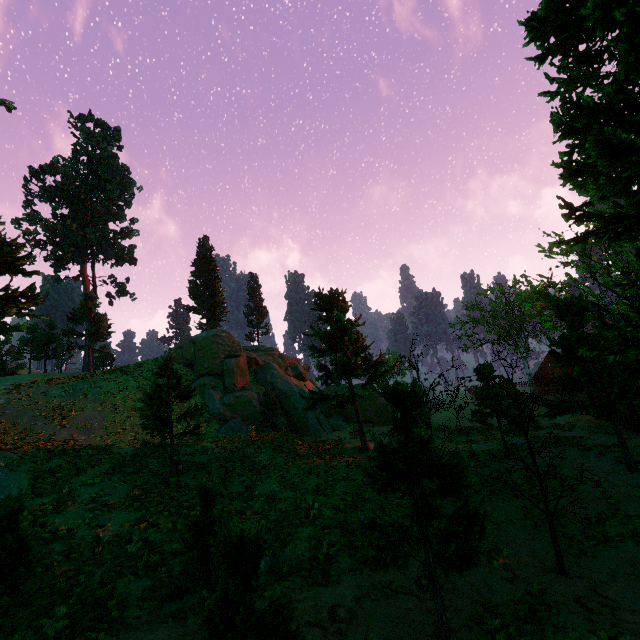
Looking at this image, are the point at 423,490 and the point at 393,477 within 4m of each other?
yes

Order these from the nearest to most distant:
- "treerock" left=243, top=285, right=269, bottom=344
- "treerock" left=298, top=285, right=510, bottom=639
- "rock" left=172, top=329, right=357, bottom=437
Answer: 1. "treerock" left=298, top=285, right=510, bottom=639
2. "rock" left=172, top=329, right=357, bottom=437
3. "treerock" left=243, top=285, right=269, bottom=344

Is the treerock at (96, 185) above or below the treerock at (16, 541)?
above

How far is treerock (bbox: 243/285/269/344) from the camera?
56.8 meters

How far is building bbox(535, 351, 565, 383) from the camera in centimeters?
5536cm

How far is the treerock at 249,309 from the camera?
56.8m

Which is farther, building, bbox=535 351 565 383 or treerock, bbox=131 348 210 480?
building, bbox=535 351 565 383

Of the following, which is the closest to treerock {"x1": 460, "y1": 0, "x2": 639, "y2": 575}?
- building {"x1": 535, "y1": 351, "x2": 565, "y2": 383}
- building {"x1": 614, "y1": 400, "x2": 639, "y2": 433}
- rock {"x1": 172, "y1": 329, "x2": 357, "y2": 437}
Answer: building {"x1": 535, "y1": 351, "x2": 565, "y2": 383}
